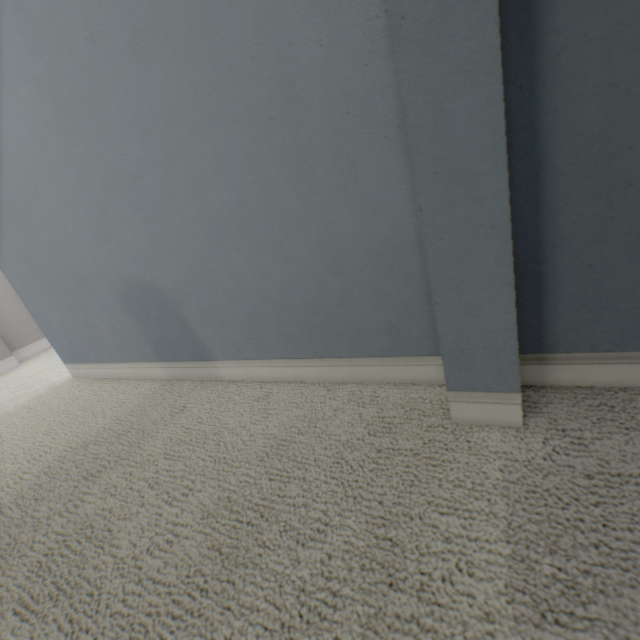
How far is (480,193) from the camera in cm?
45
